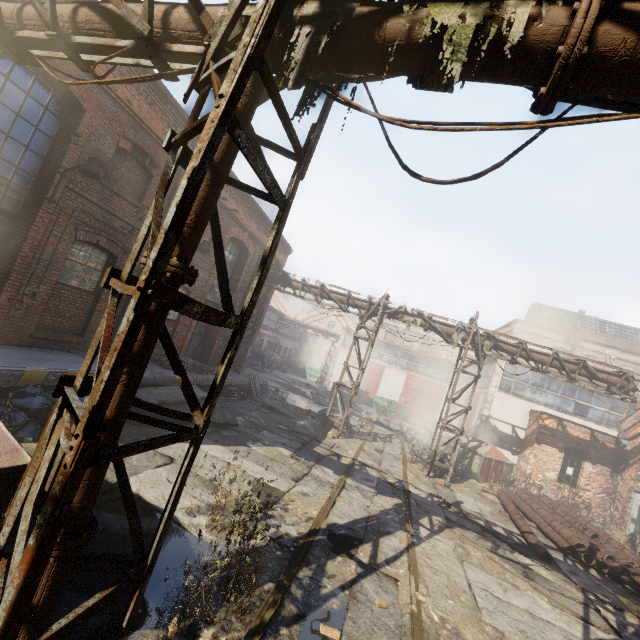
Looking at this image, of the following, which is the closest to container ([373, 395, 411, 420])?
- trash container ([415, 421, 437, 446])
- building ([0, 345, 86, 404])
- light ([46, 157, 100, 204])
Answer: trash container ([415, 421, 437, 446])

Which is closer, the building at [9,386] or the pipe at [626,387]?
the building at [9,386]

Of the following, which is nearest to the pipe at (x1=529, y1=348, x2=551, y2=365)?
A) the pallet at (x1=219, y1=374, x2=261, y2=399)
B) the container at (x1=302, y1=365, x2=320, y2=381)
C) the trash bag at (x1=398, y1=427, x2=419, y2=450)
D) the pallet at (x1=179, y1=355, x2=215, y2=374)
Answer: the pallet at (x1=219, y1=374, x2=261, y2=399)

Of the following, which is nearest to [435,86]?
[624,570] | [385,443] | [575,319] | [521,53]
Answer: [521,53]

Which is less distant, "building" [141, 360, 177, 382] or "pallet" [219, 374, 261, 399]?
"building" [141, 360, 177, 382]

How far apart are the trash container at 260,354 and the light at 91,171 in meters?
24.2 m

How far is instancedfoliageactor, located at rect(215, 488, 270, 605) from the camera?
3.54m

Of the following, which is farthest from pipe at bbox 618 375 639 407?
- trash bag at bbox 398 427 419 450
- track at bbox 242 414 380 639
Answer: trash bag at bbox 398 427 419 450
